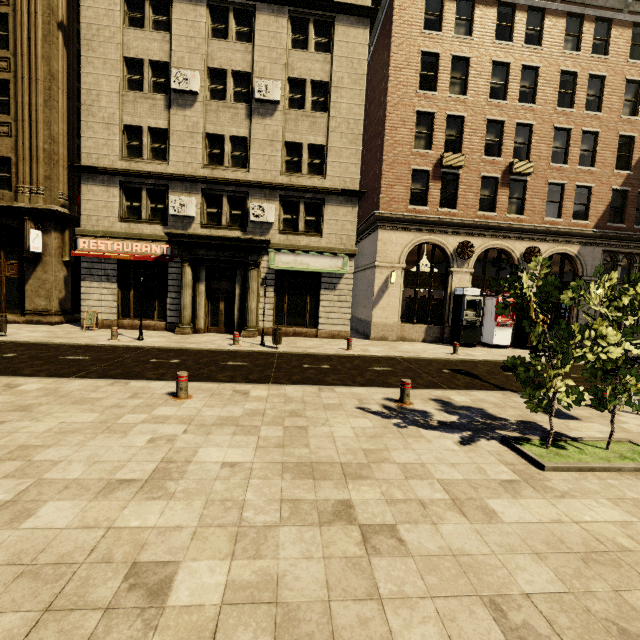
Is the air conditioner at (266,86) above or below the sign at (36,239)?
above

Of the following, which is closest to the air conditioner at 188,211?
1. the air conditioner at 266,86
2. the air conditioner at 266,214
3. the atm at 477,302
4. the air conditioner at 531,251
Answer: the air conditioner at 266,214

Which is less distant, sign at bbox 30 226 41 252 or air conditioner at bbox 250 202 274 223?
sign at bbox 30 226 41 252

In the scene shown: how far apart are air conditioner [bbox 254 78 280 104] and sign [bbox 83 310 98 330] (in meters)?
13.13

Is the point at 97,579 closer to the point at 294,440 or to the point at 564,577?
the point at 294,440

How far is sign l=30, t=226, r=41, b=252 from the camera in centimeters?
1541cm

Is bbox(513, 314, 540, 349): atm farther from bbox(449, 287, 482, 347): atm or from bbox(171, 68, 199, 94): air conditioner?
bbox(171, 68, 199, 94): air conditioner

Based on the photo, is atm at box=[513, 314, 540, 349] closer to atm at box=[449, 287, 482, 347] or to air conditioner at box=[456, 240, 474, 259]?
atm at box=[449, 287, 482, 347]
